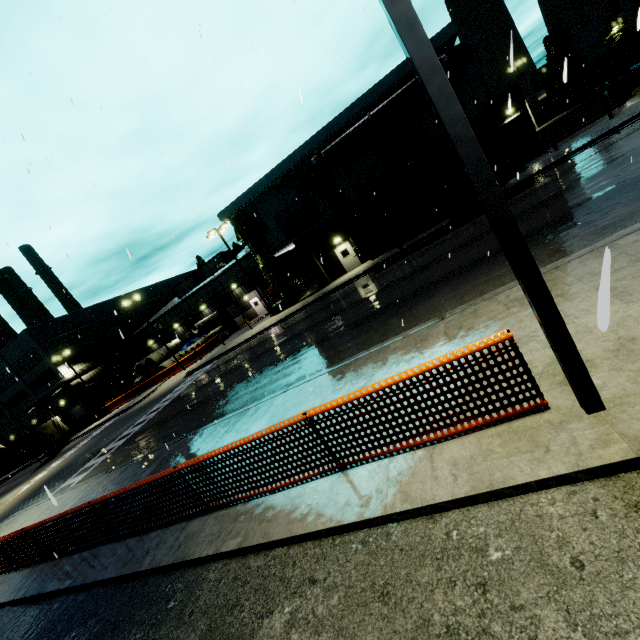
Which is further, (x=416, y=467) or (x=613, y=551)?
(x=416, y=467)

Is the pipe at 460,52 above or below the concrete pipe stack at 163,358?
above

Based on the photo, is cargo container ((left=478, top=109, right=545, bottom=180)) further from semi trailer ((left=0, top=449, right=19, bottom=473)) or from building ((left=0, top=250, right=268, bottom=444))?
semi trailer ((left=0, top=449, right=19, bottom=473))

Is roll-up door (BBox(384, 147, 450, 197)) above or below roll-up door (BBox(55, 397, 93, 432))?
above

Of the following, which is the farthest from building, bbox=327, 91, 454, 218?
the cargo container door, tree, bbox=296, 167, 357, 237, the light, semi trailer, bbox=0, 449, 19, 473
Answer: the cargo container door

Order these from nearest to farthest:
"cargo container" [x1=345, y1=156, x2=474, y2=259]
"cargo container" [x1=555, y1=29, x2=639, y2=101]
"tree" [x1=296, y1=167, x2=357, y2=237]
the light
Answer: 1. the light
2. "cargo container" [x1=345, y1=156, x2=474, y2=259]
3. "tree" [x1=296, y1=167, x2=357, y2=237]
4. "cargo container" [x1=555, y1=29, x2=639, y2=101]

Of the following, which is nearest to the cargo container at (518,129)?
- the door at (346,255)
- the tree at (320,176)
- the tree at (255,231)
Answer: the tree at (320,176)

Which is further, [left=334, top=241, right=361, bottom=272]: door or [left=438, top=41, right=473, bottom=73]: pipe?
[left=334, top=241, right=361, bottom=272]: door
